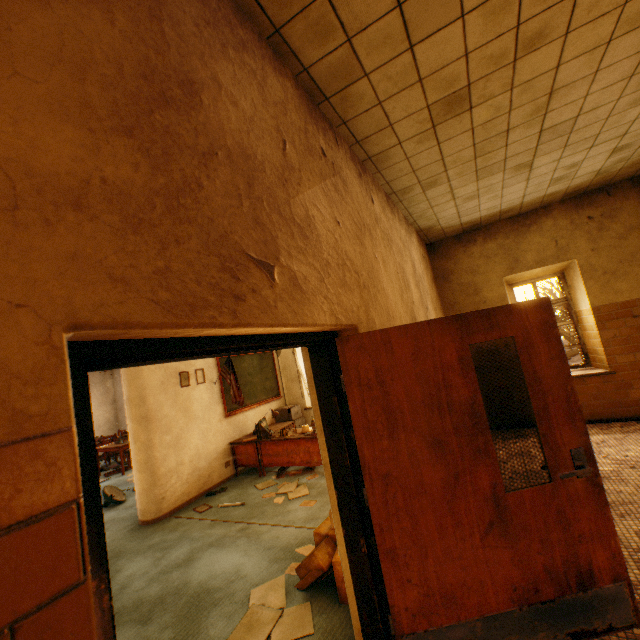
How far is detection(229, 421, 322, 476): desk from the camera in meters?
5.8

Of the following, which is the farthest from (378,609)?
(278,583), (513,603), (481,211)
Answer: (481,211)

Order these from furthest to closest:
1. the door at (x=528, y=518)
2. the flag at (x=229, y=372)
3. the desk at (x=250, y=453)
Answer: the flag at (x=229, y=372)
the desk at (x=250, y=453)
the door at (x=528, y=518)

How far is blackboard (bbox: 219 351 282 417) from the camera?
6.9 meters

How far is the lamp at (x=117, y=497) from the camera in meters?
6.2 m

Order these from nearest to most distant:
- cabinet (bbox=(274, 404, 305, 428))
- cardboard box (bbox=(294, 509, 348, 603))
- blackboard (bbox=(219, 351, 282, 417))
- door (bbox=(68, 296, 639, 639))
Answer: door (bbox=(68, 296, 639, 639)), cardboard box (bbox=(294, 509, 348, 603)), blackboard (bbox=(219, 351, 282, 417)), cabinet (bbox=(274, 404, 305, 428))

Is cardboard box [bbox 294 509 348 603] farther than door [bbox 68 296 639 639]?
Yes

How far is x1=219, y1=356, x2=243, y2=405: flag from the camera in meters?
6.3
